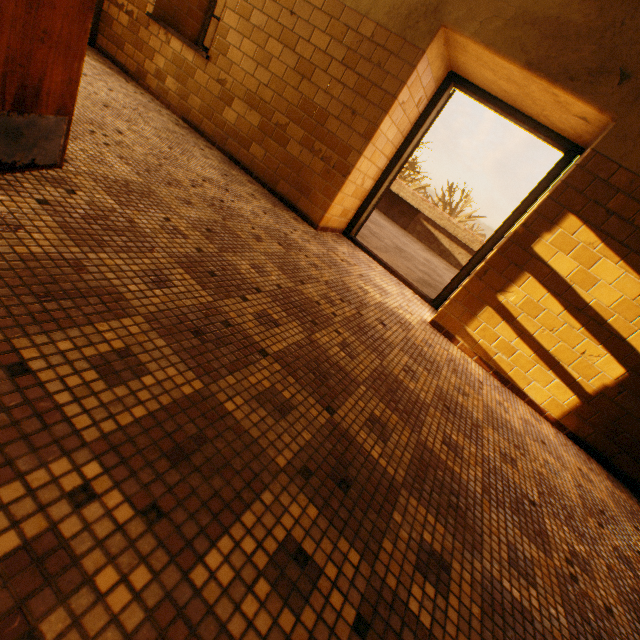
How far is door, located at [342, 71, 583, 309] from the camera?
3.41m

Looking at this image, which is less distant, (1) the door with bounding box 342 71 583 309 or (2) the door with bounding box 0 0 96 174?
(2) the door with bounding box 0 0 96 174

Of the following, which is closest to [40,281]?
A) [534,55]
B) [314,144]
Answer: → [314,144]

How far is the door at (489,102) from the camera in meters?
3.4 m

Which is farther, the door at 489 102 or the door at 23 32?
the door at 489 102
